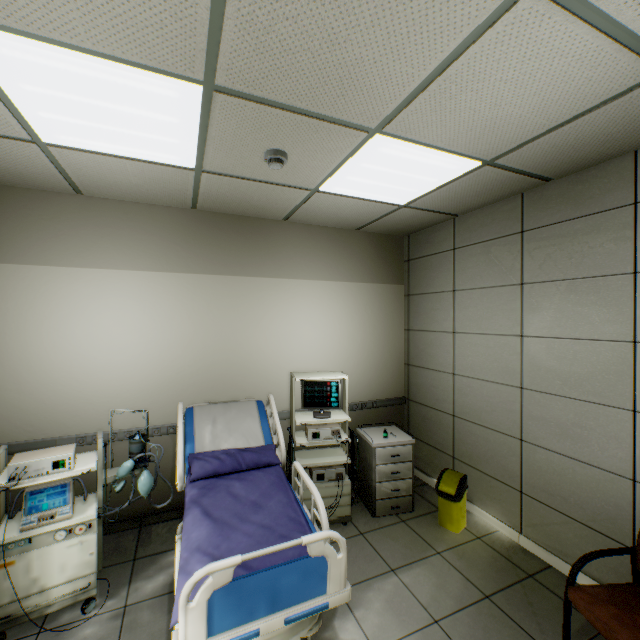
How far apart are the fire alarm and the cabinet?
2.79m

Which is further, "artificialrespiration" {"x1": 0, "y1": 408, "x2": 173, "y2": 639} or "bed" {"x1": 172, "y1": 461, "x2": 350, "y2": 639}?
"artificialrespiration" {"x1": 0, "y1": 408, "x2": 173, "y2": 639}

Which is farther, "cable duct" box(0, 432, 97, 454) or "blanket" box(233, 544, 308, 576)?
"cable duct" box(0, 432, 97, 454)

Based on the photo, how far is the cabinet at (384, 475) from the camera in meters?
3.4

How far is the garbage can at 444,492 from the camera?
3.1 meters

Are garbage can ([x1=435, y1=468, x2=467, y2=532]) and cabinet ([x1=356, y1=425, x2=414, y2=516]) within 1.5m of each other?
yes

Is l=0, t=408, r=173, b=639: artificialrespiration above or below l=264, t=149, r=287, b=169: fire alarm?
below

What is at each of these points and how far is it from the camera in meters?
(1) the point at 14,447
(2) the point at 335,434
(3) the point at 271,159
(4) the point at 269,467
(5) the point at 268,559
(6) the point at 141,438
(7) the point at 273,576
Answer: (1) cable duct, 2.8
(2) health monitor, 3.3
(3) fire alarm, 2.3
(4) blanket, 2.7
(5) blanket, 1.7
(6) artificialrespiration, 2.7
(7) bed, 1.6
